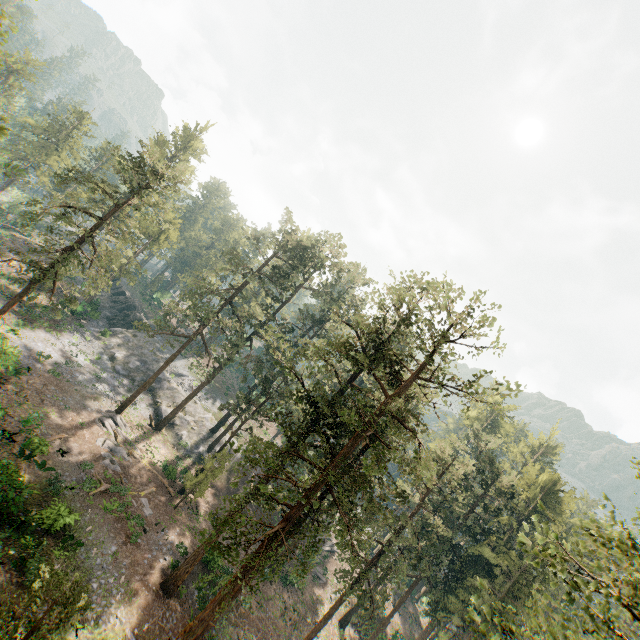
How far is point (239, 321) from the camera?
37.8 meters

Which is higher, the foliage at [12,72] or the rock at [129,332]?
the foliage at [12,72]

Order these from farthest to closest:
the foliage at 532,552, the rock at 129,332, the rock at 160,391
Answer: the rock at 129,332 < the rock at 160,391 < the foliage at 532,552

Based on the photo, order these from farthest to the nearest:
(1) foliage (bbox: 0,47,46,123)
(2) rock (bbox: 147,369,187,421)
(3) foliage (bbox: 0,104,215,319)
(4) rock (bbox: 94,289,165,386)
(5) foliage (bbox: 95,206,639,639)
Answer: (4) rock (bbox: 94,289,165,386)
(2) rock (bbox: 147,369,187,421)
(3) foliage (bbox: 0,104,215,319)
(5) foliage (bbox: 95,206,639,639)
(1) foliage (bbox: 0,47,46,123)

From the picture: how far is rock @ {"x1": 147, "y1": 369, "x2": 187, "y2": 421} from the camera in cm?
4200

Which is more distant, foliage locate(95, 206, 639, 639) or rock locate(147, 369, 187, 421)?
rock locate(147, 369, 187, 421)
